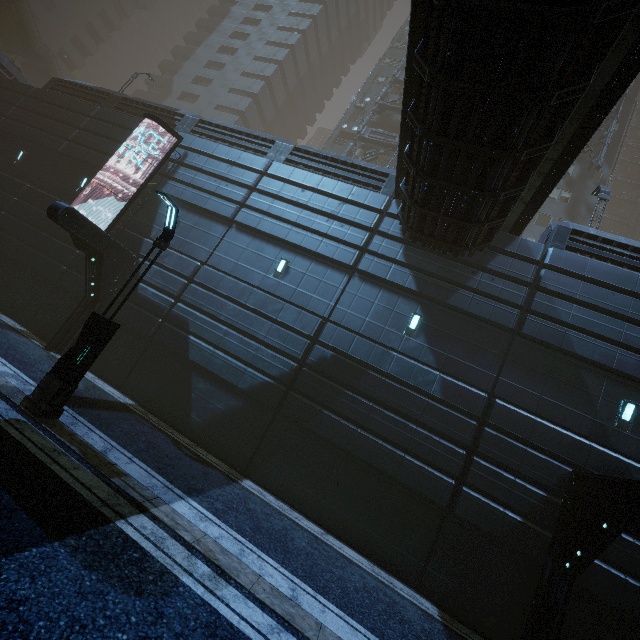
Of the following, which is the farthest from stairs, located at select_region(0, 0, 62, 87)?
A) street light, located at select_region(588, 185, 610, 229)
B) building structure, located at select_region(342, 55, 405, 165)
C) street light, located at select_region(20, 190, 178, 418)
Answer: street light, located at select_region(588, 185, 610, 229)

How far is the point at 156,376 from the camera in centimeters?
1228cm

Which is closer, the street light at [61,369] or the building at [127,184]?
the street light at [61,369]

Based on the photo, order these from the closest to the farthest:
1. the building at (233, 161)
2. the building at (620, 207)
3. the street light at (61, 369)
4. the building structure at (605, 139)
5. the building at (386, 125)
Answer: the street light at (61, 369) < the building at (233, 161) < the building structure at (605, 139) < the building at (386, 125) < the building at (620, 207)

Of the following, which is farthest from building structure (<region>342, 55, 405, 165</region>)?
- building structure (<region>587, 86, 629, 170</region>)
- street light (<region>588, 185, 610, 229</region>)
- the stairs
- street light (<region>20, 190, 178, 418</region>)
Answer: the stairs

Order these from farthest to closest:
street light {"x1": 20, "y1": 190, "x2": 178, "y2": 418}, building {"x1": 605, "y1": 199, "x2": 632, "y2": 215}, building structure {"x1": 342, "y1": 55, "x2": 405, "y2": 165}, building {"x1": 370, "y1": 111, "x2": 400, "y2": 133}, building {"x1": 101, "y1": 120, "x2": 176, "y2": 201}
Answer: building {"x1": 605, "y1": 199, "x2": 632, "y2": 215} → building {"x1": 370, "y1": 111, "x2": 400, "y2": 133} → building structure {"x1": 342, "y1": 55, "x2": 405, "y2": 165} → building {"x1": 101, "y1": 120, "x2": 176, "y2": 201} → street light {"x1": 20, "y1": 190, "x2": 178, "y2": 418}

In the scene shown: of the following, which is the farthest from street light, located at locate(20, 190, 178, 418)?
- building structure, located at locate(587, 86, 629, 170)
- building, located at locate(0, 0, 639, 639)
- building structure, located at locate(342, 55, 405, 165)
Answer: building structure, located at locate(587, 86, 629, 170)

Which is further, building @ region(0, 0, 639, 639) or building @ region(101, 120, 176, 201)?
building @ region(101, 120, 176, 201)
